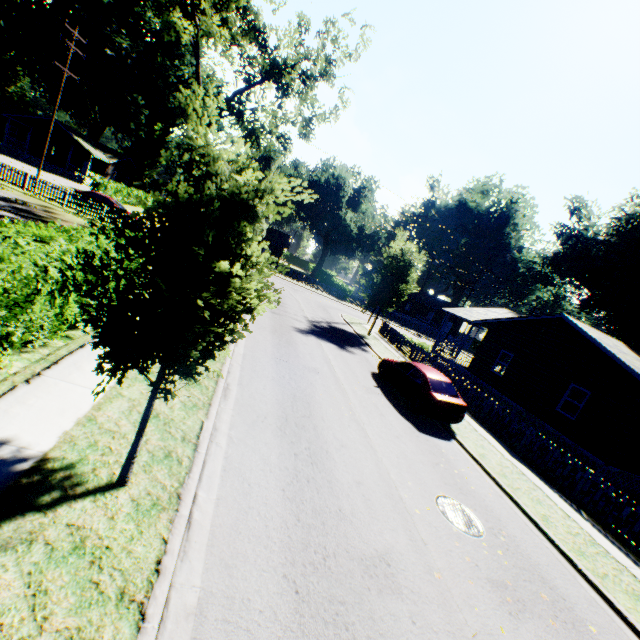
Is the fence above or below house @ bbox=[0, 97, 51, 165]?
below

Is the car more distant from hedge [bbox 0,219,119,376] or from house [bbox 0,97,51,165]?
house [bbox 0,97,51,165]

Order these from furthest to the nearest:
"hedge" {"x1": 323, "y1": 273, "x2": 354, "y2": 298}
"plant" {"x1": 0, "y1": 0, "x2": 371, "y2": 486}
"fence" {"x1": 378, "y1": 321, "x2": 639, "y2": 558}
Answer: "hedge" {"x1": 323, "y1": 273, "x2": 354, "y2": 298}, "fence" {"x1": 378, "y1": 321, "x2": 639, "y2": 558}, "plant" {"x1": 0, "y1": 0, "x2": 371, "y2": 486}

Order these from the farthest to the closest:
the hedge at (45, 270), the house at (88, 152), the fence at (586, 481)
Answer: the house at (88, 152)
the fence at (586, 481)
the hedge at (45, 270)

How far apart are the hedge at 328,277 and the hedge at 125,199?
31.1 meters

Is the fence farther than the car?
No

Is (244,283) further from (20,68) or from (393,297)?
(20,68)

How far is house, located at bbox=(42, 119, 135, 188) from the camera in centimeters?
4325cm
